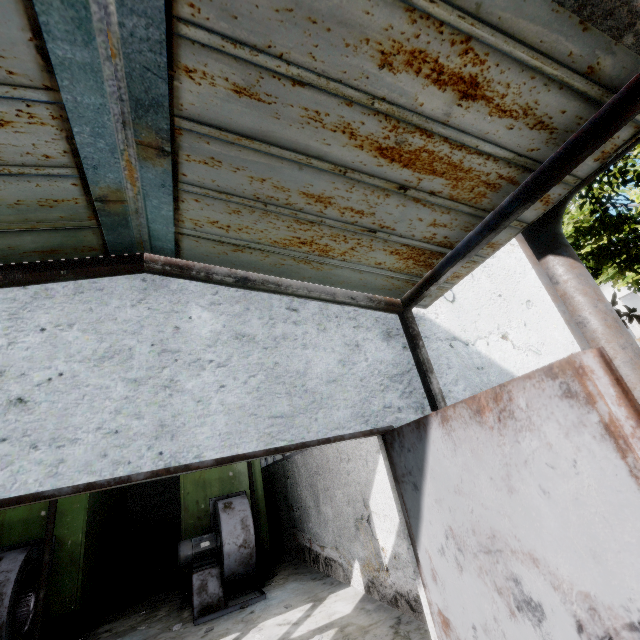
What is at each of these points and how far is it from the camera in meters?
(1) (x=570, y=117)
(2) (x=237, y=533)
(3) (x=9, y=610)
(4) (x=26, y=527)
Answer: (1) awning, 1.1 m
(2) fan motor, 6.7 m
(3) fan motor, 5.2 m
(4) boiler box, 6.7 m

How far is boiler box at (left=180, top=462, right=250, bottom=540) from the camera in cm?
772

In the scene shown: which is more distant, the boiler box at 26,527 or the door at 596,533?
the boiler box at 26,527

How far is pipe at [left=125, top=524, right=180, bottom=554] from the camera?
13.55m

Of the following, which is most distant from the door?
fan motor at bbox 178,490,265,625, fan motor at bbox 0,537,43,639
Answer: fan motor at bbox 0,537,43,639

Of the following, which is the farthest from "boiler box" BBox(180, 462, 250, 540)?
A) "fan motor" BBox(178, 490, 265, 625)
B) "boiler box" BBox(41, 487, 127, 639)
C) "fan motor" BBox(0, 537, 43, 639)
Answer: "fan motor" BBox(0, 537, 43, 639)

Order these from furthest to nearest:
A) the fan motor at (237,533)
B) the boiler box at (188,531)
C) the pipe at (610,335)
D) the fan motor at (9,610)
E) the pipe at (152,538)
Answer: the pipe at (152,538), the boiler box at (188,531), the fan motor at (237,533), the fan motor at (9,610), the pipe at (610,335)

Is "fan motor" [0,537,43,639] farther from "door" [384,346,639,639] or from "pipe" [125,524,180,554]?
"pipe" [125,524,180,554]
